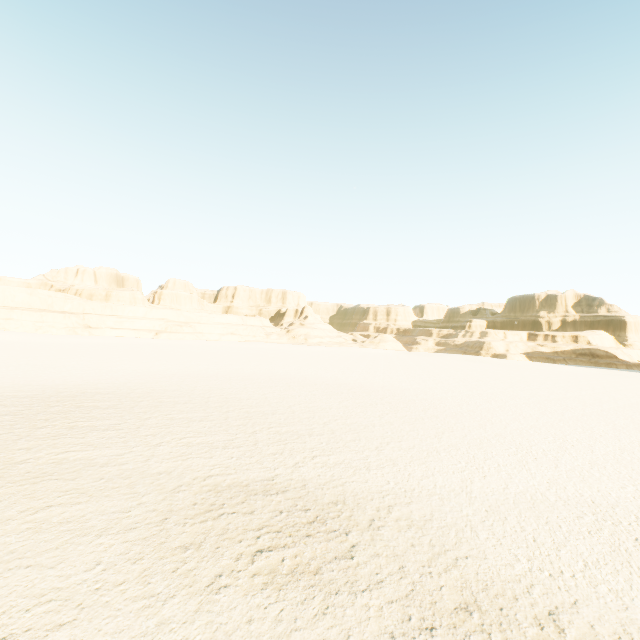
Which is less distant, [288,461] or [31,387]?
[288,461]
